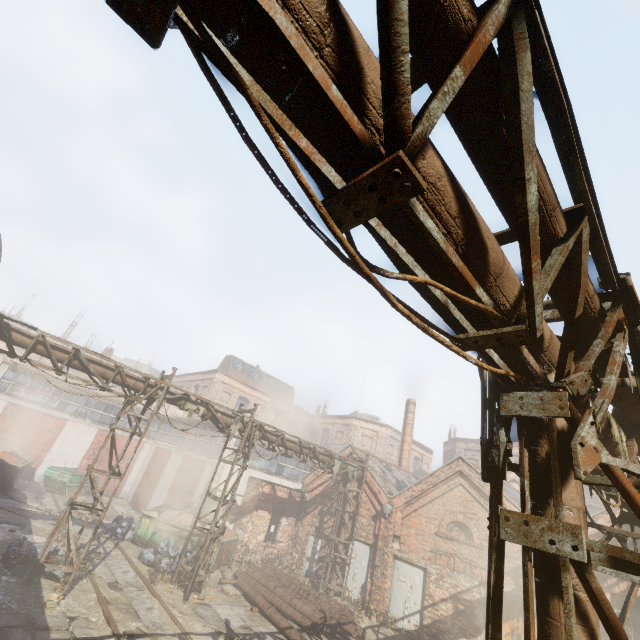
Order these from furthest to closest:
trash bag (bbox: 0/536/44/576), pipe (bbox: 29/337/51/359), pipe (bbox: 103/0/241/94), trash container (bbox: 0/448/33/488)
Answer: trash container (bbox: 0/448/33/488)
pipe (bbox: 29/337/51/359)
trash bag (bbox: 0/536/44/576)
pipe (bbox: 103/0/241/94)

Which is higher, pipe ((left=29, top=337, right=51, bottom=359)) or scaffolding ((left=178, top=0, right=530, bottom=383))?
pipe ((left=29, top=337, right=51, bottom=359))

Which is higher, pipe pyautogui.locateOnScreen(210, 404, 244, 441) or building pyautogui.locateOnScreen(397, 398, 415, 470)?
building pyautogui.locateOnScreen(397, 398, 415, 470)

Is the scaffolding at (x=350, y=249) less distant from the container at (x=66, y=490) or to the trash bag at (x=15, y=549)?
the trash bag at (x=15, y=549)

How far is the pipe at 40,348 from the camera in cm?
982

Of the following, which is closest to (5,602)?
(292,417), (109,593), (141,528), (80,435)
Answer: (109,593)

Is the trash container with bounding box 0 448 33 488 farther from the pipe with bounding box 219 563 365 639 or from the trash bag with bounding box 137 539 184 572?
the pipe with bounding box 219 563 365 639

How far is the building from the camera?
24.2 meters
